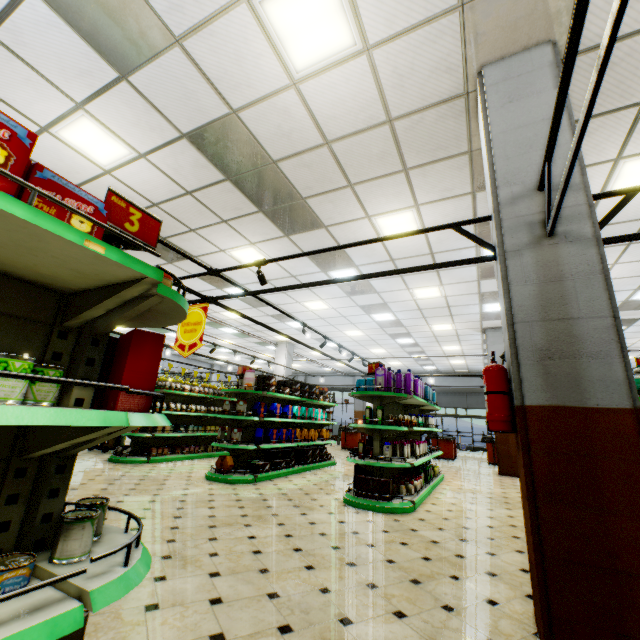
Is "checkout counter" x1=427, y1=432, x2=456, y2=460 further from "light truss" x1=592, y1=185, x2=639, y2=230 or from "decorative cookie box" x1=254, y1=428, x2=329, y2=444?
"decorative cookie box" x1=254, y1=428, x2=329, y2=444

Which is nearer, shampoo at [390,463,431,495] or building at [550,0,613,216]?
building at [550,0,613,216]

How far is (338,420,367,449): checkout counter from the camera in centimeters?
1622cm

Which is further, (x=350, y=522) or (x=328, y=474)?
(x=328, y=474)

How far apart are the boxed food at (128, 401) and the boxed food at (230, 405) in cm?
575

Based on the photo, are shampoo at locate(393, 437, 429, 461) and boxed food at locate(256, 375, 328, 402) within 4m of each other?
yes

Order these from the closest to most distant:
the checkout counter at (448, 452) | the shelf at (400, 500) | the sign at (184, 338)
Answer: the sign at (184, 338)
the shelf at (400, 500)
the checkout counter at (448, 452)

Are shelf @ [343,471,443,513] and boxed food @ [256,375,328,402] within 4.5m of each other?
yes
